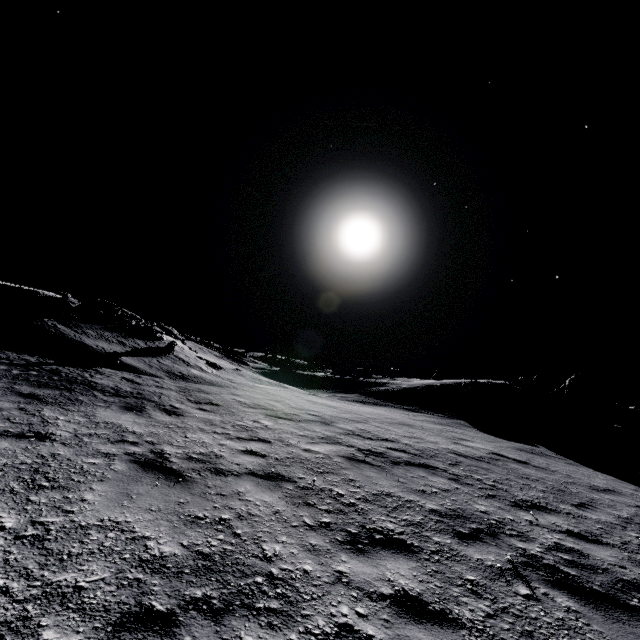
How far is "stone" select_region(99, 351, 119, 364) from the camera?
13.4m

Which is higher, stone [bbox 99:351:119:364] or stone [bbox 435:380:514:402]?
stone [bbox 435:380:514:402]

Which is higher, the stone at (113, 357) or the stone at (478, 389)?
the stone at (478, 389)

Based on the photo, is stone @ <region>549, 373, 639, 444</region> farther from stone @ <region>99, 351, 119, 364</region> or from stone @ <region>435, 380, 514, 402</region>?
stone @ <region>99, 351, 119, 364</region>

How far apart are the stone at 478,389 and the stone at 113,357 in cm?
2109

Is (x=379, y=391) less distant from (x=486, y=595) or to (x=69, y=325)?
(x=69, y=325)

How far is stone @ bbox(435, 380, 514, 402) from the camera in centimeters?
2173cm
